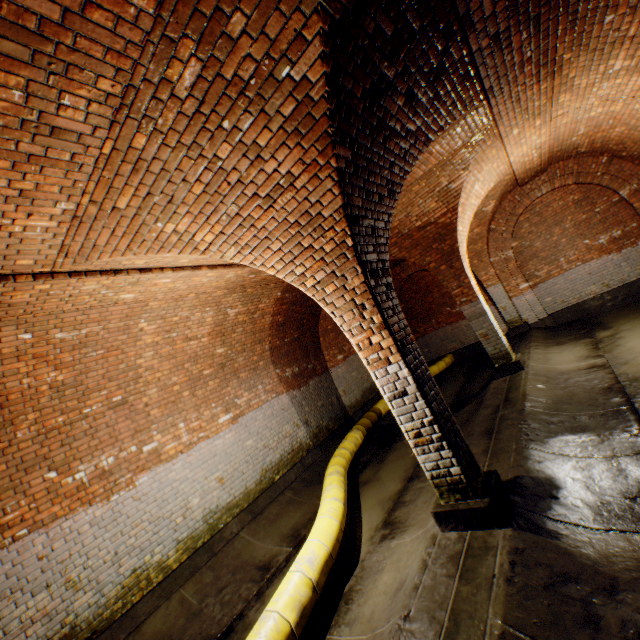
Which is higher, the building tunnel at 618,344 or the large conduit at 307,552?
the large conduit at 307,552

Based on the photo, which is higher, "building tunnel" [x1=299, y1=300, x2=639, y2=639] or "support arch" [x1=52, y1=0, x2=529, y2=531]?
"support arch" [x1=52, y1=0, x2=529, y2=531]

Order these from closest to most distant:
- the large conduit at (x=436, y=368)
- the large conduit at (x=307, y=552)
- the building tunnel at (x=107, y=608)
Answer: the building tunnel at (x=107, y=608) < the large conduit at (x=307, y=552) < the large conduit at (x=436, y=368)

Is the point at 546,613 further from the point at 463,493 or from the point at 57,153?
the point at 57,153

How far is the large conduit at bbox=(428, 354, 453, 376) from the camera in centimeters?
1212cm

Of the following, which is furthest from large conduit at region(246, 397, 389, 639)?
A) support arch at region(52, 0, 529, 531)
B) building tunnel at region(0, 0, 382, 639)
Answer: support arch at region(52, 0, 529, 531)

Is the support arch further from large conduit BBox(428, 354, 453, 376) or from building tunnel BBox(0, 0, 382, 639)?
large conduit BBox(428, 354, 453, 376)
